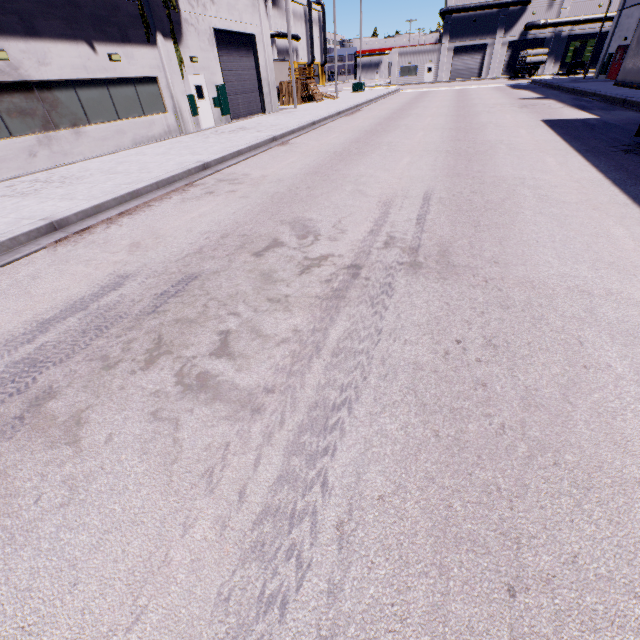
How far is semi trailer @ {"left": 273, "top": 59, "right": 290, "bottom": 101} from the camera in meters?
35.5 m

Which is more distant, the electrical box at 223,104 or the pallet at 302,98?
the pallet at 302,98

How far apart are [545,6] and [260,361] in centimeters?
7186cm

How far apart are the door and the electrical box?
0.8 meters

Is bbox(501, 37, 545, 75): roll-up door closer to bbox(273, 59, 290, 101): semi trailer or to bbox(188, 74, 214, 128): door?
bbox(273, 59, 290, 101): semi trailer

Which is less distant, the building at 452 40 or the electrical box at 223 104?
the electrical box at 223 104

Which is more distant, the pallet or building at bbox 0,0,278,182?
the pallet

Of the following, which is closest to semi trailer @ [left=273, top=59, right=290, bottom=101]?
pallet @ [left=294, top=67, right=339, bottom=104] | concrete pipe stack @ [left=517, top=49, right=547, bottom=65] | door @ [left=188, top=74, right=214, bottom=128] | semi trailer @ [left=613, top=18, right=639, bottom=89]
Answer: concrete pipe stack @ [left=517, top=49, right=547, bottom=65]
